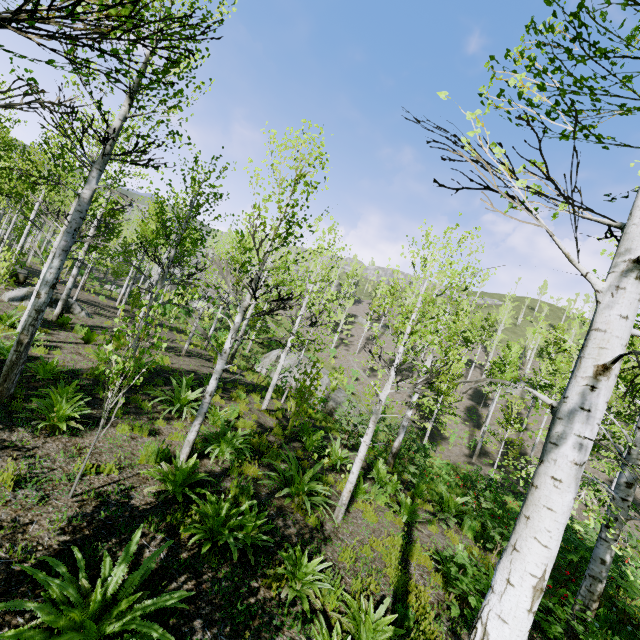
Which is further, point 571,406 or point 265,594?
point 265,594

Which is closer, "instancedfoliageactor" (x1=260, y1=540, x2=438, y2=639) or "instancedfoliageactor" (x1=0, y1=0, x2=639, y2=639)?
"instancedfoliageactor" (x1=0, y1=0, x2=639, y2=639)

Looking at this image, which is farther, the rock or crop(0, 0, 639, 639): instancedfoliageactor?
the rock

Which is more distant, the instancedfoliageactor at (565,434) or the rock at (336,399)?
the rock at (336,399)

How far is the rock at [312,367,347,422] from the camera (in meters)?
22.36

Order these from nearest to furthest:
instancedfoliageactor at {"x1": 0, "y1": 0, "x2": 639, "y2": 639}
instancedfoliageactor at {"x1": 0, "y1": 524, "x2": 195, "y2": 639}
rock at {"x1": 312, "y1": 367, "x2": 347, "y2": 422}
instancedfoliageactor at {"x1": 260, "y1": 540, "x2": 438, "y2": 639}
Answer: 1. instancedfoliageactor at {"x1": 0, "y1": 0, "x2": 639, "y2": 639}
2. instancedfoliageactor at {"x1": 0, "y1": 524, "x2": 195, "y2": 639}
3. instancedfoliageactor at {"x1": 260, "y1": 540, "x2": 438, "y2": 639}
4. rock at {"x1": 312, "y1": 367, "x2": 347, "y2": 422}

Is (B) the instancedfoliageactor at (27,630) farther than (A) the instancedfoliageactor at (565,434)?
Yes
